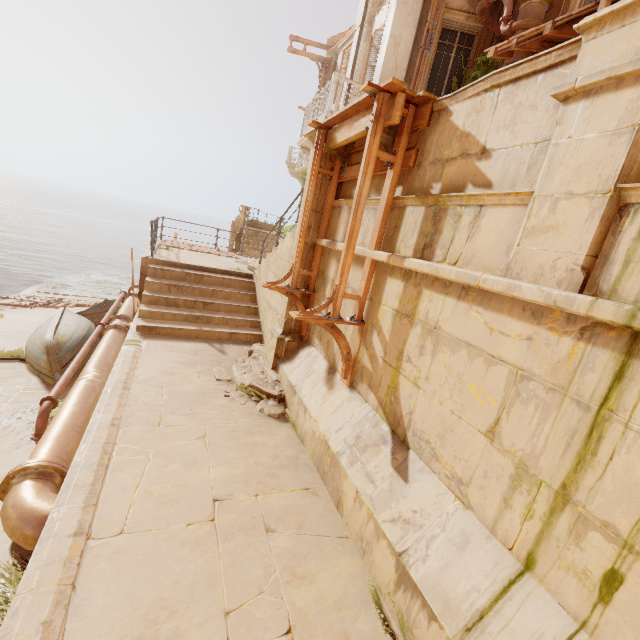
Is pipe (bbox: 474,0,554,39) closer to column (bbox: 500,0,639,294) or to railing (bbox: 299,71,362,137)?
railing (bbox: 299,71,362,137)

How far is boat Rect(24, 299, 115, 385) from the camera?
7.7 meters

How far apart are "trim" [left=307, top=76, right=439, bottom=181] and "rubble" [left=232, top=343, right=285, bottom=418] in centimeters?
355cm

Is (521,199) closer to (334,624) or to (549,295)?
(549,295)

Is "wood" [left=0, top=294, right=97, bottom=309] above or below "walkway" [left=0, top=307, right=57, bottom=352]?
below

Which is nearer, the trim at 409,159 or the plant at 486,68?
the trim at 409,159

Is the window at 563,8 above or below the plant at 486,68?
above

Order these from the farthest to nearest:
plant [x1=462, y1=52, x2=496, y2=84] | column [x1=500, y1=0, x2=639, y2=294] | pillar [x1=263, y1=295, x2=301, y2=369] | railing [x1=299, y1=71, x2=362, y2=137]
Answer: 1. railing [x1=299, y1=71, x2=362, y2=137]
2. plant [x1=462, y1=52, x2=496, y2=84]
3. pillar [x1=263, y1=295, x2=301, y2=369]
4. column [x1=500, y1=0, x2=639, y2=294]
